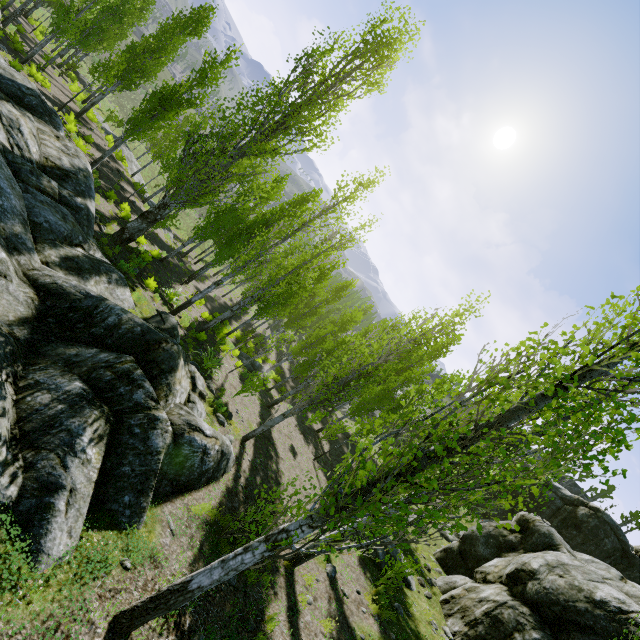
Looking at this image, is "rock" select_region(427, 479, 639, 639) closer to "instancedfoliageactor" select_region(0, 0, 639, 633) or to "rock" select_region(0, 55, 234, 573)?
"instancedfoliageactor" select_region(0, 0, 639, 633)

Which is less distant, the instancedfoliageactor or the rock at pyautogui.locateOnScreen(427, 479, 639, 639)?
the instancedfoliageactor

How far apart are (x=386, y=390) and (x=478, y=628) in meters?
12.7 m

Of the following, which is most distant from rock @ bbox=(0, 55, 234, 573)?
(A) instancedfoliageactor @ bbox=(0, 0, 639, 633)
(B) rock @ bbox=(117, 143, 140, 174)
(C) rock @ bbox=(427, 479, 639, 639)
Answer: (B) rock @ bbox=(117, 143, 140, 174)

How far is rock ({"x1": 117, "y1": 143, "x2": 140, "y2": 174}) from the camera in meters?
28.8

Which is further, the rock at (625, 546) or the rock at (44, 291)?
the rock at (625, 546)

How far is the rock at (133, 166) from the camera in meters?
28.8
